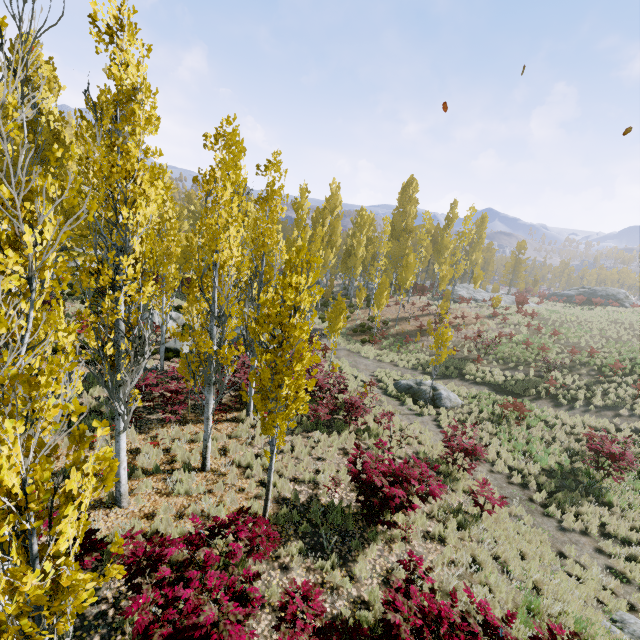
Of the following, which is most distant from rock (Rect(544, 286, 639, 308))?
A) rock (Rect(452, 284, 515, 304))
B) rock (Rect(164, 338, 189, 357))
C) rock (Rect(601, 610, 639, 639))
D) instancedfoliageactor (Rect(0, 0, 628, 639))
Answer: rock (Rect(452, 284, 515, 304))

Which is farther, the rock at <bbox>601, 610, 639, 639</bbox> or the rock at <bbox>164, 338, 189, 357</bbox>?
the rock at <bbox>164, 338, 189, 357</bbox>

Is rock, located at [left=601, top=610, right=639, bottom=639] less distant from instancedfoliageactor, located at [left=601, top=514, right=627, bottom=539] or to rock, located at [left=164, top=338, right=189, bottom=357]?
instancedfoliageactor, located at [left=601, top=514, right=627, bottom=539]

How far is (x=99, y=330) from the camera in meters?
5.6

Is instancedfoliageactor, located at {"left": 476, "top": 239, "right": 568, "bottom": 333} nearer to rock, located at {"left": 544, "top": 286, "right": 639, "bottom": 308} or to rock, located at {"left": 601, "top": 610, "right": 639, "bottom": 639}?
rock, located at {"left": 544, "top": 286, "right": 639, "bottom": 308}

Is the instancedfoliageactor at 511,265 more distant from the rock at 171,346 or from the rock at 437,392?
the rock at 171,346

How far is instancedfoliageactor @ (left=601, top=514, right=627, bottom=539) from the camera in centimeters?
1019cm

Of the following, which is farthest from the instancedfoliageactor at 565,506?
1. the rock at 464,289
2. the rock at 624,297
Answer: the rock at 624,297
